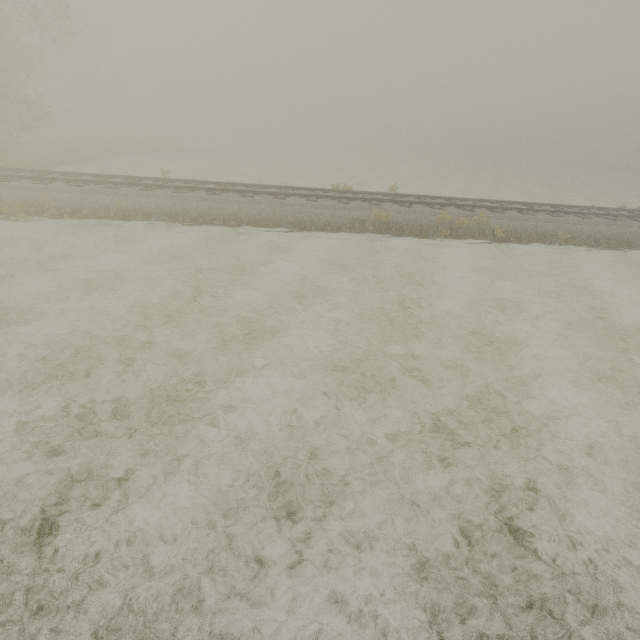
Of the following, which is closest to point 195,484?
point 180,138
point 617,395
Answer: point 617,395
